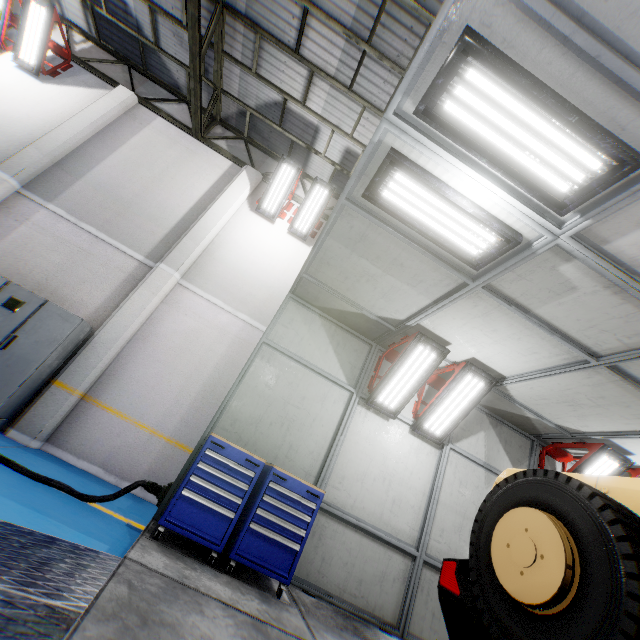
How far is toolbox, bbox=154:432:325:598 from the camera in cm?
371

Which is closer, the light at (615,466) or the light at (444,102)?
the light at (444,102)

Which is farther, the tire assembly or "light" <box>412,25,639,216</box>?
"light" <box>412,25,639,216</box>

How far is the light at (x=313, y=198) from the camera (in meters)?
8.44

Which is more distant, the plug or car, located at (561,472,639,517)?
the plug

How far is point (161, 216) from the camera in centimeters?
793cm

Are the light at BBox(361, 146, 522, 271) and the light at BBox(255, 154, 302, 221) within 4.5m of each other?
no

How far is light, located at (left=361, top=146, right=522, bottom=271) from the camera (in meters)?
3.10
